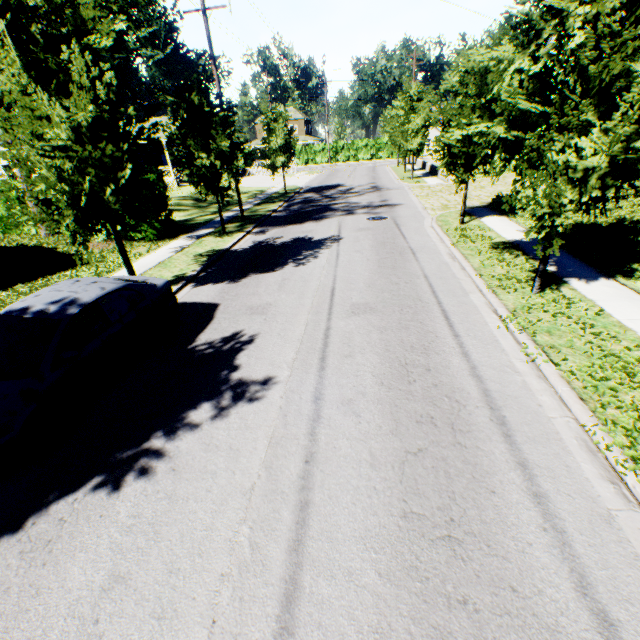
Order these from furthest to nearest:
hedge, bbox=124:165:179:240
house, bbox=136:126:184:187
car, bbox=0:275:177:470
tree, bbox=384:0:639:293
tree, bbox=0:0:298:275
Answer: house, bbox=136:126:184:187 < hedge, bbox=124:165:179:240 < tree, bbox=0:0:298:275 < tree, bbox=384:0:639:293 < car, bbox=0:275:177:470

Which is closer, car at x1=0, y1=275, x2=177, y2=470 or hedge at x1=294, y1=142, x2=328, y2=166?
car at x1=0, y1=275, x2=177, y2=470

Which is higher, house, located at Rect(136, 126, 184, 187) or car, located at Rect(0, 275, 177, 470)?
house, located at Rect(136, 126, 184, 187)

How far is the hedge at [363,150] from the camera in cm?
5475

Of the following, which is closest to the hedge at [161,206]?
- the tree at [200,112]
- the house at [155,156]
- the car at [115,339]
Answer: the tree at [200,112]

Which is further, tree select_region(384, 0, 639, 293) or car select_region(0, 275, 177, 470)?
tree select_region(384, 0, 639, 293)

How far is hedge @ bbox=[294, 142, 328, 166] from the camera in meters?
56.0 m

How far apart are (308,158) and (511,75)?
56.0m
